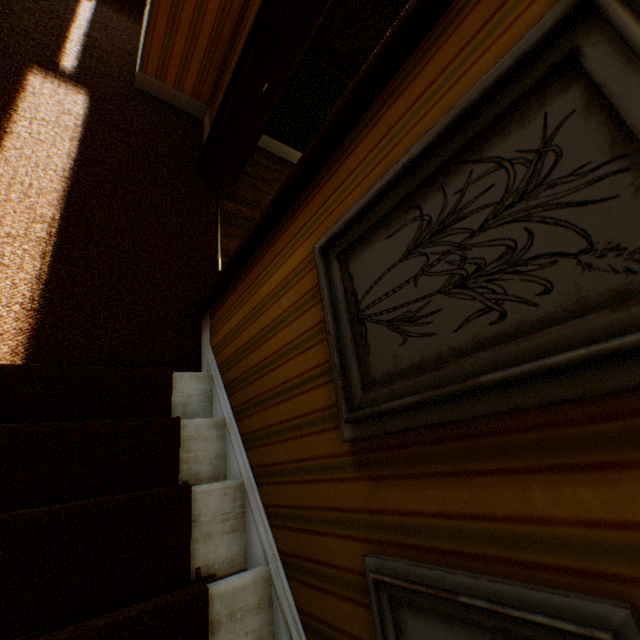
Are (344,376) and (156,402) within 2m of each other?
yes
